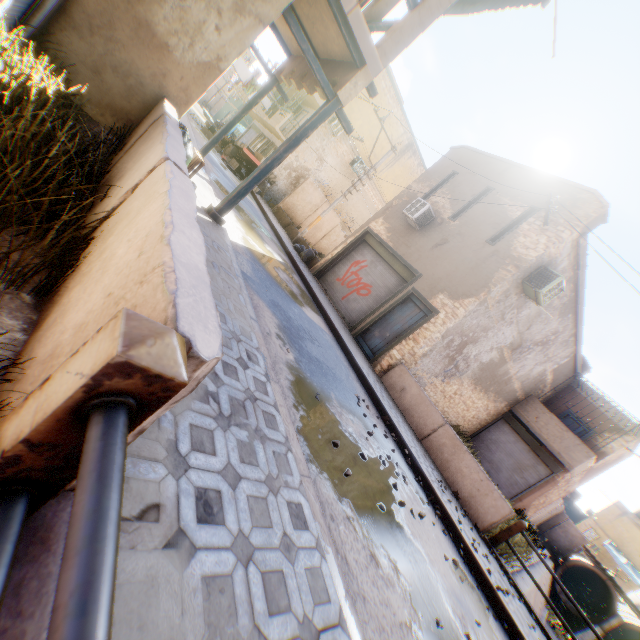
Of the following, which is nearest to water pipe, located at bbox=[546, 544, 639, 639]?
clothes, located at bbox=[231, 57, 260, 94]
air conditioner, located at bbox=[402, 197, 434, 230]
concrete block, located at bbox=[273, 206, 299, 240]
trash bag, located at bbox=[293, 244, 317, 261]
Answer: air conditioner, located at bbox=[402, 197, 434, 230]

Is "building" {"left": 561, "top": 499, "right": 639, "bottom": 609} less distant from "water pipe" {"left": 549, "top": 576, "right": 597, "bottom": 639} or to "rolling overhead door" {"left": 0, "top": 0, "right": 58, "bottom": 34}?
"rolling overhead door" {"left": 0, "top": 0, "right": 58, "bottom": 34}

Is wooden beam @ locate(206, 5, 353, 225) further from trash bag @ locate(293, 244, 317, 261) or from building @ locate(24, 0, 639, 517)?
trash bag @ locate(293, 244, 317, 261)

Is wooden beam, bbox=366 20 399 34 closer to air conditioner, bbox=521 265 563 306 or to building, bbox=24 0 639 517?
building, bbox=24 0 639 517

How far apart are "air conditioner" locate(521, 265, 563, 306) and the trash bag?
2.2 meters

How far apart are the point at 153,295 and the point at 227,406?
1.6m

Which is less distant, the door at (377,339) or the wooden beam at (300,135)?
the wooden beam at (300,135)

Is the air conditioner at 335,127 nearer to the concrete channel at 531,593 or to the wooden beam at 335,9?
the wooden beam at 335,9
